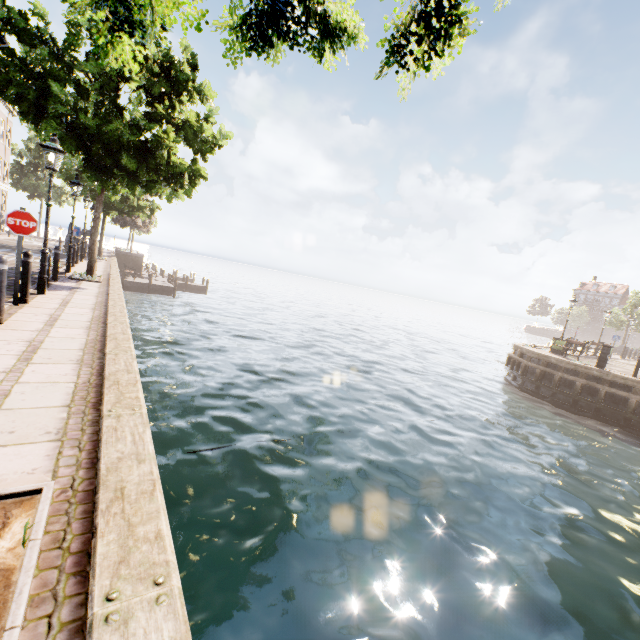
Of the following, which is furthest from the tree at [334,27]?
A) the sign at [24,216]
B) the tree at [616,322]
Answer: the tree at [616,322]

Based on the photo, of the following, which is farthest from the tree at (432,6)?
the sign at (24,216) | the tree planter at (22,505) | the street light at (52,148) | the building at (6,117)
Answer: the building at (6,117)

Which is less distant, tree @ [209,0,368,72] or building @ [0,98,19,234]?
tree @ [209,0,368,72]

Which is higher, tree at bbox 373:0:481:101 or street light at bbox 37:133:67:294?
tree at bbox 373:0:481:101

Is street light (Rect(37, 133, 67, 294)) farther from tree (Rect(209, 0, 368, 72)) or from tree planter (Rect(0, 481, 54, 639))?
tree planter (Rect(0, 481, 54, 639))

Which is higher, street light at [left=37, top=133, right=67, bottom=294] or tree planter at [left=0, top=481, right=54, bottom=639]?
street light at [left=37, top=133, right=67, bottom=294]

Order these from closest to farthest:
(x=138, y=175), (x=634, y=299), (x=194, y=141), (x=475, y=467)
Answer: (x=475, y=467) → (x=138, y=175) → (x=194, y=141) → (x=634, y=299)
